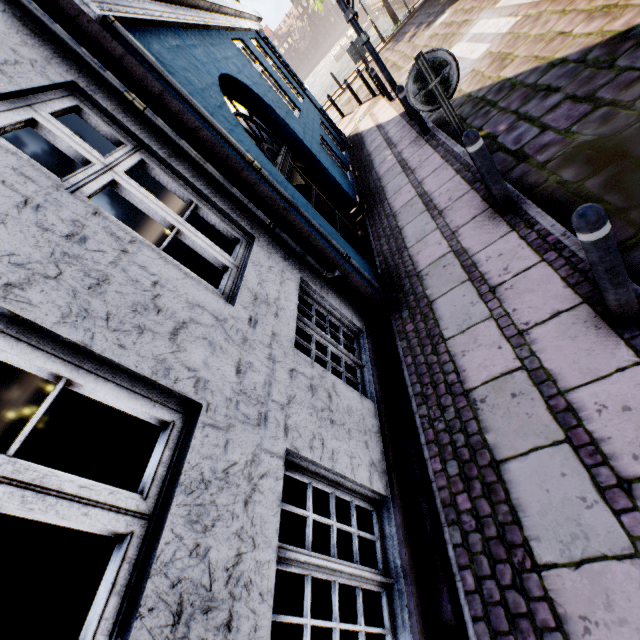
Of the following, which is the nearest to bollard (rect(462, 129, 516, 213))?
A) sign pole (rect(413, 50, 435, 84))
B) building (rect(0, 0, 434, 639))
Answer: sign pole (rect(413, 50, 435, 84))

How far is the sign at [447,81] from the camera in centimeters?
319cm

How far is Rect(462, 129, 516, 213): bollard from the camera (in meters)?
3.37

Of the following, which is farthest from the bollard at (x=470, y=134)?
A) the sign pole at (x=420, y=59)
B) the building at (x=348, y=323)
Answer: the building at (x=348, y=323)

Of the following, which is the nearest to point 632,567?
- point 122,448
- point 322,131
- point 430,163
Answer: point 430,163

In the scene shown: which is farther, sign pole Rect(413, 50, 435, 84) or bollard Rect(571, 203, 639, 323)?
sign pole Rect(413, 50, 435, 84)

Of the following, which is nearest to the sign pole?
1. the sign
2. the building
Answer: the sign

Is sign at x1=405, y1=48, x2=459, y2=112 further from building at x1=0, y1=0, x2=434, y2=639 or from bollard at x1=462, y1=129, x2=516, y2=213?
building at x1=0, y1=0, x2=434, y2=639
